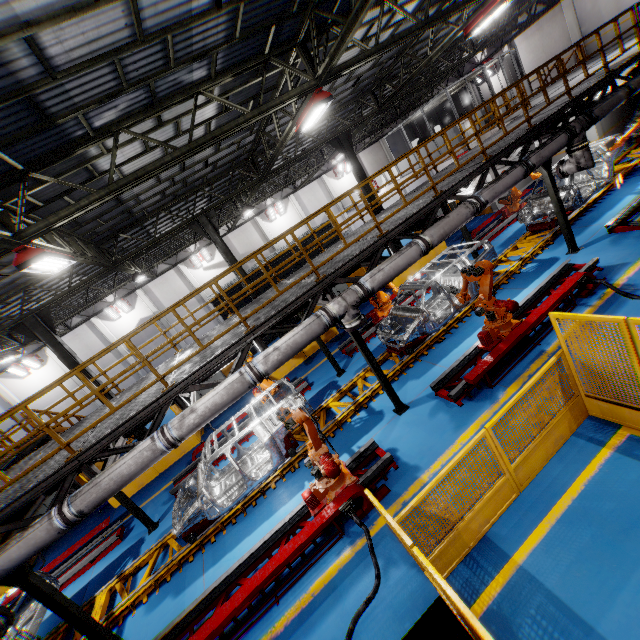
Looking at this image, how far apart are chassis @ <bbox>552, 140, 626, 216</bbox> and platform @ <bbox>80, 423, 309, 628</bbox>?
0.0 meters

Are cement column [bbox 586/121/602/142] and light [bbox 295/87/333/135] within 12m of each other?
no

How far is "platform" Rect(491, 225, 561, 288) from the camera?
11.4m

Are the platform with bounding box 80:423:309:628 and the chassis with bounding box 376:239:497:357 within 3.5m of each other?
yes

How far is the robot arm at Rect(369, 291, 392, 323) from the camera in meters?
13.1 m

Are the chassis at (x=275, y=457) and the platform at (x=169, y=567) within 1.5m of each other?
yes

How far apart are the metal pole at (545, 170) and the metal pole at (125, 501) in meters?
15.8 m

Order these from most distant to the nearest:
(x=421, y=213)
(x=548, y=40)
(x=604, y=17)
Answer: (x=548, y=40) → (x=604, y=17) → (x=421, y=213)
